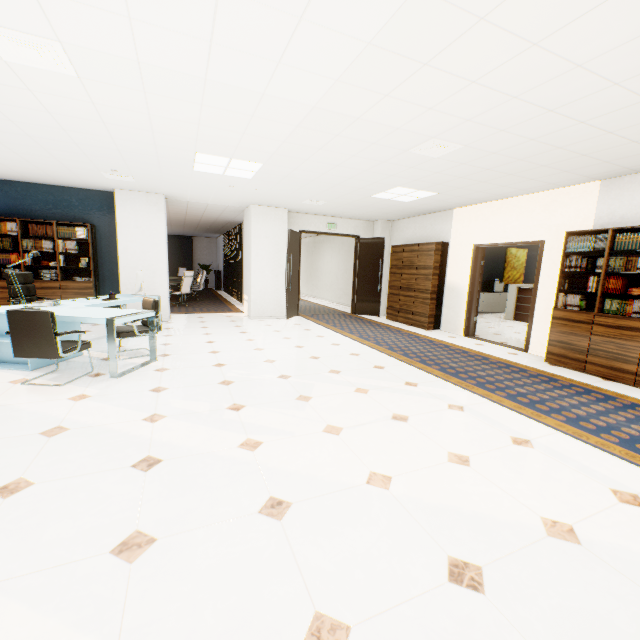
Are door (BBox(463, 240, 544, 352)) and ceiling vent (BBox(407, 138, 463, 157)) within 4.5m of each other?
yes

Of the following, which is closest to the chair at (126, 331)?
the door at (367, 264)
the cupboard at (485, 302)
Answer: the door at (367, 264)

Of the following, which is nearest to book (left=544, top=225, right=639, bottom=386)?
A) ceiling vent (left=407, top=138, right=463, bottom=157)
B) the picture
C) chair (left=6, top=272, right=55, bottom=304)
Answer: ceiling vent (left=407, top=138, right=463, bottom=157)

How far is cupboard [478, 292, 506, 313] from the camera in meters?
12.1

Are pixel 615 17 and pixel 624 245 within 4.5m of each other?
yes

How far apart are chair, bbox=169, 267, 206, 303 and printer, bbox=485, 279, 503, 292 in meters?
10.9

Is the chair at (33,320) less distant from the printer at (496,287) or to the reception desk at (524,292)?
the reception desk at (524,292)

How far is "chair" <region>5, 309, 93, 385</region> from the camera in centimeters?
347cm
